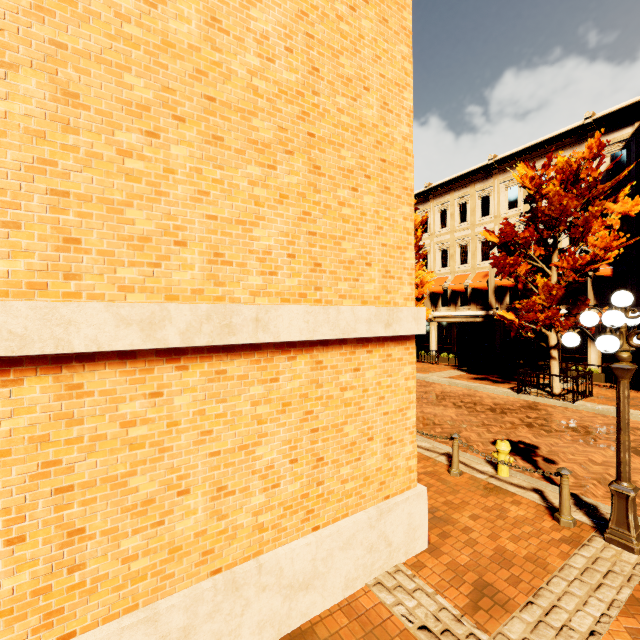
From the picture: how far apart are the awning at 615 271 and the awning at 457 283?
7.1 meters

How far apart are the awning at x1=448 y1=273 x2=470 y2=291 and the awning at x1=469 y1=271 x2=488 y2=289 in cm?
46

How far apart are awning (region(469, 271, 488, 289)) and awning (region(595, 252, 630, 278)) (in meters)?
5.53

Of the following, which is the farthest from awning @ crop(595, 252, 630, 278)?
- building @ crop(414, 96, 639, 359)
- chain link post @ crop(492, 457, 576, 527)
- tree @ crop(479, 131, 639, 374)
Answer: chain link post @ crop(492, 457, 576, 527)

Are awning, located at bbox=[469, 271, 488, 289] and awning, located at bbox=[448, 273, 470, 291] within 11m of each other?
yes

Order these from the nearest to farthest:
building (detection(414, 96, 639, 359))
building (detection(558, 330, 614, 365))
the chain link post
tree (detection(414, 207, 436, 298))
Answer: the chain link post, building (detection(414, 96, 639, 359)), building (detection(558, 330, 614, 365)), tree (detection(414, 207, 436, 298))

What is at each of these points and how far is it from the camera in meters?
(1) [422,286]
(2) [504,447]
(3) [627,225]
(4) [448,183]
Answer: (1) tree, 21.0
(2) fire hydrant, 6.7
(3) building, 15.7
(4) building, 23.4

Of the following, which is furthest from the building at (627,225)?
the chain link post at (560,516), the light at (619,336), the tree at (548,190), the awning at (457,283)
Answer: the chain link post at (560,516)
